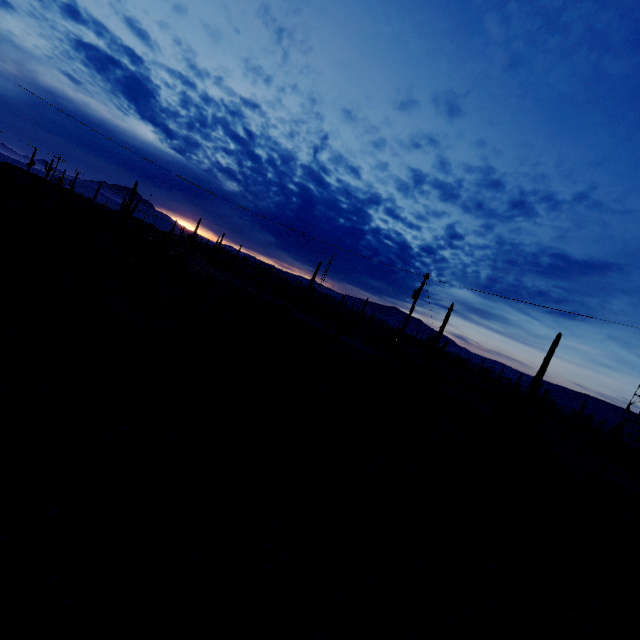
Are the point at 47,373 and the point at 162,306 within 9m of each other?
no
